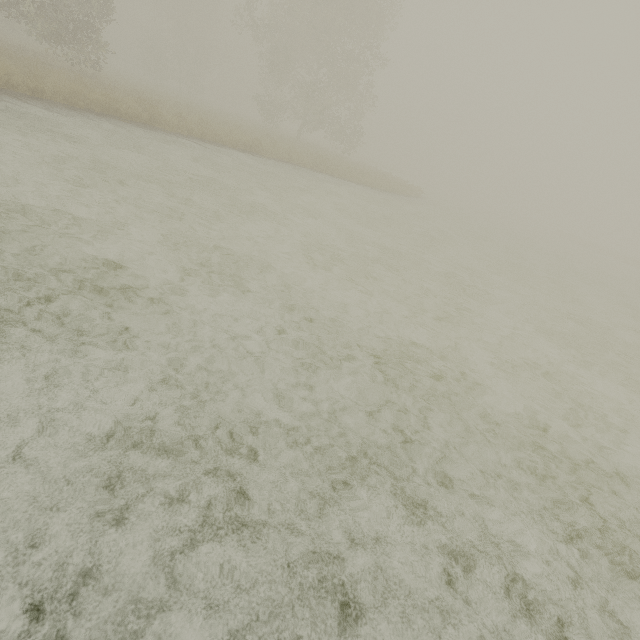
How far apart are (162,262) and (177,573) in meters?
3.9 m
